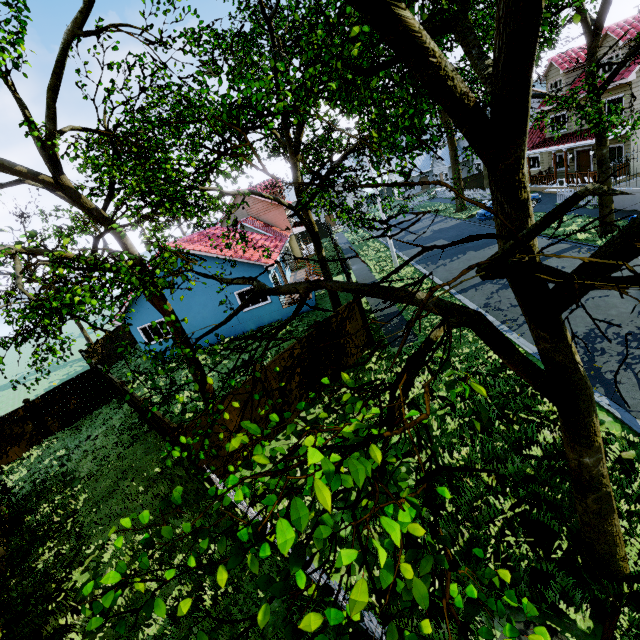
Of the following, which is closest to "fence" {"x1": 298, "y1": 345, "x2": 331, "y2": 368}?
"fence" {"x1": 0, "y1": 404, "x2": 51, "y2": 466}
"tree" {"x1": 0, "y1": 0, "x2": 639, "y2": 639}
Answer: "fence" {"x1": 0, "y1": 404, "x2": 51, "y2": 466}

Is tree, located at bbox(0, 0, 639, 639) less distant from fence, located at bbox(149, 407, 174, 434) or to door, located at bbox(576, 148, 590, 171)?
fence, located at bbox(149, 407, 174, 434)

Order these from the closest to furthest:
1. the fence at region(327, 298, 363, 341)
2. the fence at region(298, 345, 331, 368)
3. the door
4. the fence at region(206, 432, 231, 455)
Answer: the fence at region(206, 432, 231, 455), the fence at region(298, 345, 331, 368), the fence at region(327, 298, 363, 341), the door

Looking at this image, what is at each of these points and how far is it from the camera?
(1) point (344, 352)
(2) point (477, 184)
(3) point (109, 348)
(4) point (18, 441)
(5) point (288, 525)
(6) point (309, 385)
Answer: (1) fence, 12.98m
(2) fence, 37.78m
(3) fence, 25.47m
(4) fence, 16.05m
(5) tree, 1.36m
(6) fence, 11.79m

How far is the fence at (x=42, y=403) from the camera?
16.80m

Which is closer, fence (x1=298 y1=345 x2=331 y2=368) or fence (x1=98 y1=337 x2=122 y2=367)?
fence (x1=298 y1=345 x2=331 y2=368)
